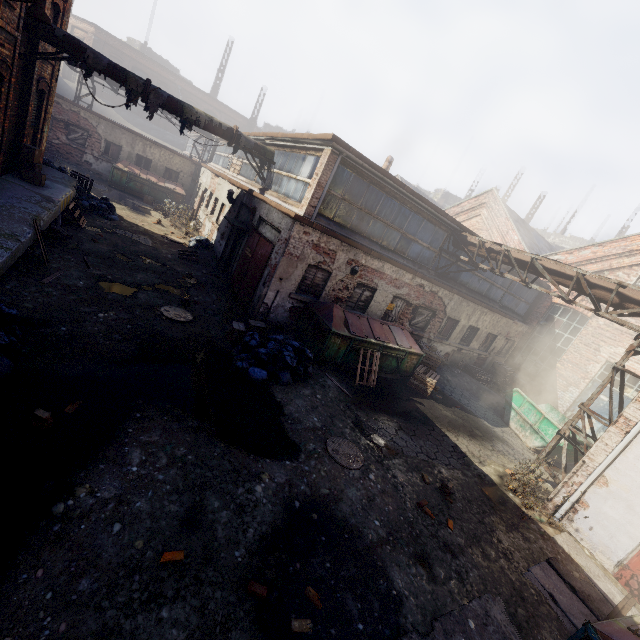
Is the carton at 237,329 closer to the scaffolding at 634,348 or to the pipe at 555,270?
the scaffolding at 634,348

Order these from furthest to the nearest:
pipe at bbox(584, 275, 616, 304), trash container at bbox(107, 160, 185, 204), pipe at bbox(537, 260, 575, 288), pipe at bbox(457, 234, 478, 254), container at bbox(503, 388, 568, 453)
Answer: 1. trash container at bbox(107, 160, 185, 204)
2. pipe at bbox(457, 234, 478, 254)
3. container at bbox(503, 388, 568, 453)
4. pipe at bbox(537, 260, 575, 288)
5. pipe at bbox(584, 275, 616, 304)

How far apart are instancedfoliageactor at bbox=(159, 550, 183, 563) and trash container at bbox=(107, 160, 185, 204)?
23.3m

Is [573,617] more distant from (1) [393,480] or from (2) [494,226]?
(2) [494,226]

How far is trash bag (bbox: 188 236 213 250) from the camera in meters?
15.9

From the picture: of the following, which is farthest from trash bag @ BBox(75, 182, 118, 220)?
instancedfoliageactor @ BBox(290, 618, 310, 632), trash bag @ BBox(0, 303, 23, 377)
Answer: instancedfoliageactor @ BBox(290, 618, 310, 632)

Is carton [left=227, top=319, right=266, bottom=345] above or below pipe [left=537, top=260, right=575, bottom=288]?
below

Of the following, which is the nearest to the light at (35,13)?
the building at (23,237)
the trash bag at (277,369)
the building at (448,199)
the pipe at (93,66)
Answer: the pipe at (93,66)
